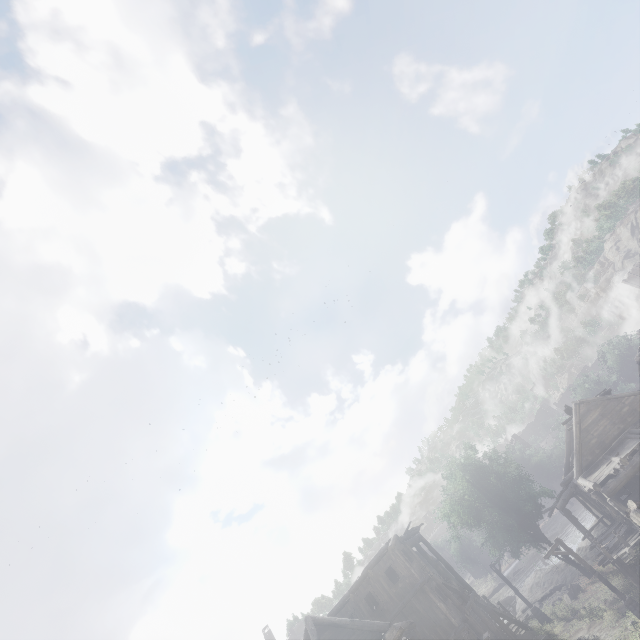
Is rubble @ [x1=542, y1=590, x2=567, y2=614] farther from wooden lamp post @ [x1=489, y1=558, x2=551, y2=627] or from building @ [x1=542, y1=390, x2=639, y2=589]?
wooden lamp post @ [x1=489, y1=558, x2=551, y2=627]

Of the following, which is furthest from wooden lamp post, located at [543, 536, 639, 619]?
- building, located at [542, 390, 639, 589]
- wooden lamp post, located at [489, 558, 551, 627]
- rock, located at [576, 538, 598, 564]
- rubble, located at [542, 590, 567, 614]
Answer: rock, located at [576, 538, 598, 564]

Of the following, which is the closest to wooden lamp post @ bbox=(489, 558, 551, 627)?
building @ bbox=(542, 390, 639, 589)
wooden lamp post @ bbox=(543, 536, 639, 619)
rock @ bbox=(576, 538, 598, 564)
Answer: building @ bbox=(542, 390, 639, 589)

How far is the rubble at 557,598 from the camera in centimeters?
2655cm

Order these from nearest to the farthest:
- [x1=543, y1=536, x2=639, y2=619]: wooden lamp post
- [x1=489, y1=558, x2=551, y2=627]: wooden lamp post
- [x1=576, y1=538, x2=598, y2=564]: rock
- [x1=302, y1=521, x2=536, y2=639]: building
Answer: [x1=543, y1=536, x2=639, y2=619]: wooden lamp post → [x1=302, y1=521, x2=536, y2=639]: building → [x1=489, y1=558, x2=551, y2=627]: wooden lamp post → [x1=576, y1=538, x2=598, y2=564]: rock

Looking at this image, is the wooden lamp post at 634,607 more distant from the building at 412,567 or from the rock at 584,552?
the rock at 584,552

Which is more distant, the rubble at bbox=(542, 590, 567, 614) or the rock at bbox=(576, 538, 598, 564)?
the rock at bbox=(576, 538, 598, 564)

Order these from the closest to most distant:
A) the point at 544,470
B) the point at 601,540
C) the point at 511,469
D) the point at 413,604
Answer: the point at 413,604 < the point at 601,540 < the point at 511,469 < the point at 544,470
